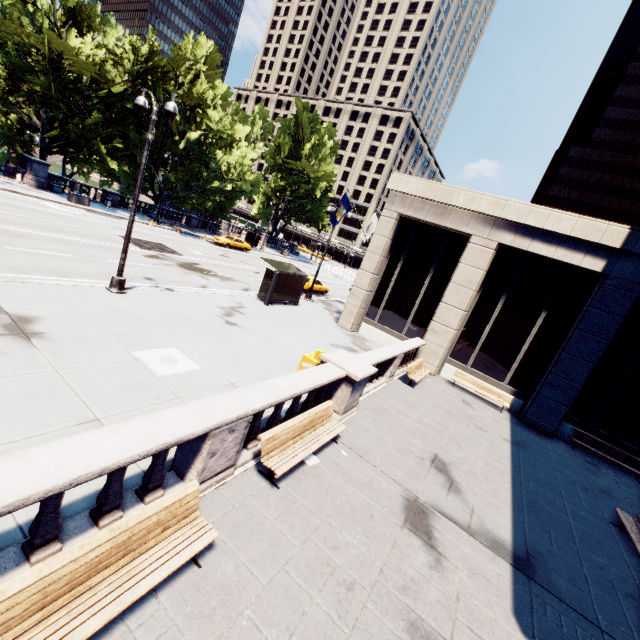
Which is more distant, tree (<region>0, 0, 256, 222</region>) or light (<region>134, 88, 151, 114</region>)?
tree (<region>0, 0, 256, 222</region>)

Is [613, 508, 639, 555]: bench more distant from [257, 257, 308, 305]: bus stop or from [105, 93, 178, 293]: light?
[105, 93, 178, 293]: light

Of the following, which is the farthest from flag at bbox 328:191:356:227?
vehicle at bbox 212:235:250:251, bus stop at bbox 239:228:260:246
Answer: bus stop at bbox 239:228:260:246

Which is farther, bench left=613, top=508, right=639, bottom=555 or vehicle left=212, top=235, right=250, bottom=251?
vehicle left=212, top=235, right=250, bottom=251

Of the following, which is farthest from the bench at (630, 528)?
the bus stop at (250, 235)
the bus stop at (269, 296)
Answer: the bus stop at (250, 235)

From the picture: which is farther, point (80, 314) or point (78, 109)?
point (78, 109)

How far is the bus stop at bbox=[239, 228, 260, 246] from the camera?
46.12m

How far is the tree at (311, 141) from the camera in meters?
49.9 m
